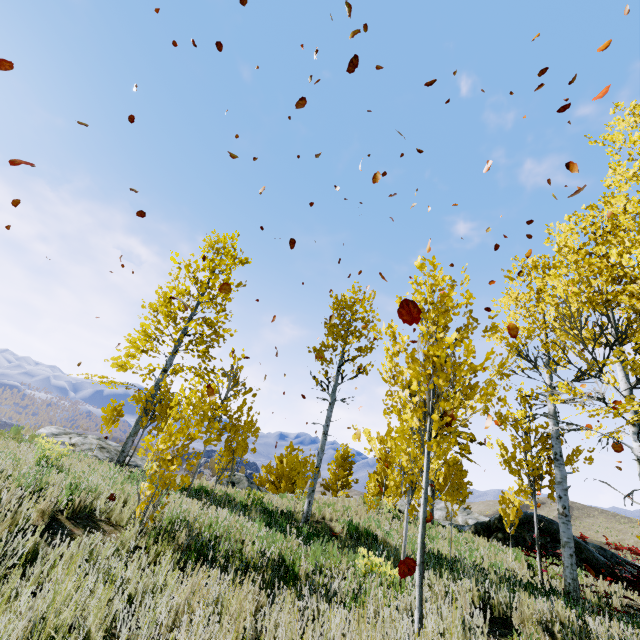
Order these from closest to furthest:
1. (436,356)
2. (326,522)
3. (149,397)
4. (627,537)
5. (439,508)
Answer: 1. (436,356)
2. (326,522)
3. (149,397)
4. (439,508)
5. (627,537)

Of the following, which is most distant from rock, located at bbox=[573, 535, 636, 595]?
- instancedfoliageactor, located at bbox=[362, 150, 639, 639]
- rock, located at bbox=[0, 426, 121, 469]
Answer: rock, located at bbox=[0, 426, 121, 469]

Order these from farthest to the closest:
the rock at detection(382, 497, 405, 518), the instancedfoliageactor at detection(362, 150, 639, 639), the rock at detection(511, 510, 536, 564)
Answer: the rock at detection(382, 497, 405, 518) < the rock at detection(511, 510, 536, 564) < the instancedfoliageactor at detection(362, 150, 639, 639)

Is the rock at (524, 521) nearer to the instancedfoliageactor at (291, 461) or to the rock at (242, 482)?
the instancedfoliageactor at (291, 461)

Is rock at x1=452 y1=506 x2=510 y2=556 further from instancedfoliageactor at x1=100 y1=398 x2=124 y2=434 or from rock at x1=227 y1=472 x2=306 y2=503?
rock at x1=227 y1=472 x2=306 y2=503

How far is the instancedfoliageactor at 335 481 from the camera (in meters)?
25.36

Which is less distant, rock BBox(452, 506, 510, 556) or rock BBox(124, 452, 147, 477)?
rock BBox(124, 452, 147, 477)
